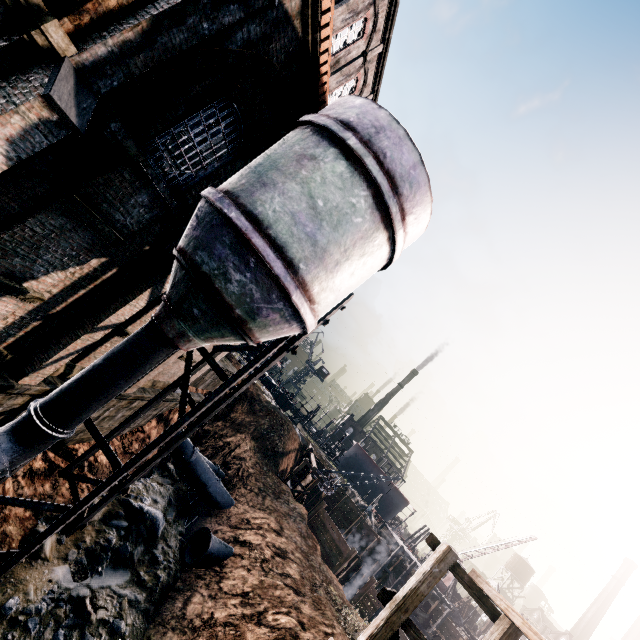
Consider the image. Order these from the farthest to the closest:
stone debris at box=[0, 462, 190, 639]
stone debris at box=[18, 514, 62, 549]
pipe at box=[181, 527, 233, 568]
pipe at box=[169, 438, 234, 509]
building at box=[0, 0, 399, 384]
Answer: pipe at box=[169, 438, 234, 509] → pipe at box=[181, 527, 233, 568] → stone debris at box=[18, 514, 62, 549] → stone debris at box=[0, 462, 190, 639] → building at box=[0, 0, 399, 384]

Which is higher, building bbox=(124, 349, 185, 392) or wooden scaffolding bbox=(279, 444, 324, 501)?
building bbox=(124, 349, 185, 392)

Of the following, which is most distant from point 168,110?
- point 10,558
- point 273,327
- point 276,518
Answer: point 276,518

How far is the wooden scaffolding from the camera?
31.70m

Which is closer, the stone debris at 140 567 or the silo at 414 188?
the silo at 414 188

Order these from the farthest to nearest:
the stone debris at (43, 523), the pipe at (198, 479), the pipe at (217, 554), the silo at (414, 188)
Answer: the pipe at (198, 479), the pipe at (217, 554), the stone debris at (43, 523), the silo at (414, 188)

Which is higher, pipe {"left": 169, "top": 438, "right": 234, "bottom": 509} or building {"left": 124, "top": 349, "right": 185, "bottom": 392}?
building {"left": 124, "top": 349, "right": 185, "bottom": 392}

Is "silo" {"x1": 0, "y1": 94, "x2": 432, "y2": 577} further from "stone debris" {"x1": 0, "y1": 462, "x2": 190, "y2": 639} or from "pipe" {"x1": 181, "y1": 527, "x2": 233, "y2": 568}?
"pipe" {"x1": 181, "y1": 527, "x2": 233, "y2": 568}
